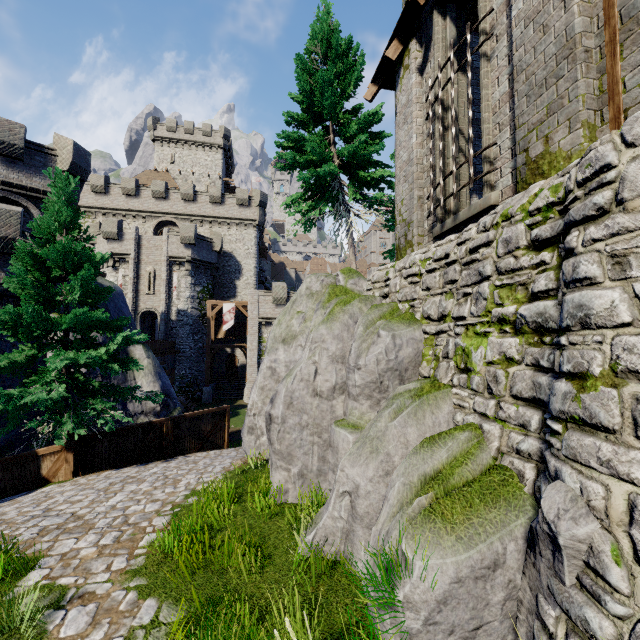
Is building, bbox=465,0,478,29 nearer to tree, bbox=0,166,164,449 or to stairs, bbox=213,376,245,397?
tree, bbox=0,166,164,449

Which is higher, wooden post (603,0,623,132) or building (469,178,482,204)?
building (469,178,482,204)

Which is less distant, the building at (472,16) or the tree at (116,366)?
the building at (472,16)

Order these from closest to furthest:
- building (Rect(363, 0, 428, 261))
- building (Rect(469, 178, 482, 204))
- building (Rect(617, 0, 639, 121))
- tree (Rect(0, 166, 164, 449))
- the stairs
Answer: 1. building (Rect(617, 0, 639, 121))
2. building (Rect(363, 0, 428, 261))
3. building (Rect(469, 178, 482, 204))
4. tree (Rect(0, 166, 164, 449))
5. the stairs

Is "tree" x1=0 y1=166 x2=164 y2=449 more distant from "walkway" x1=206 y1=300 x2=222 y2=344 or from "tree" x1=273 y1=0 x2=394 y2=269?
"walkway" x1=206 y1=300 x2=222 y2=344

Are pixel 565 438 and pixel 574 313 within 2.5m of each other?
yes

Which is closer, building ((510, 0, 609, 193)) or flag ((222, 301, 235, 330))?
building ((510, 0, 609, 193))

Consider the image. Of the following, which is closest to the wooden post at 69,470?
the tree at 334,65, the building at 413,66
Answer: the tree at 334,65
